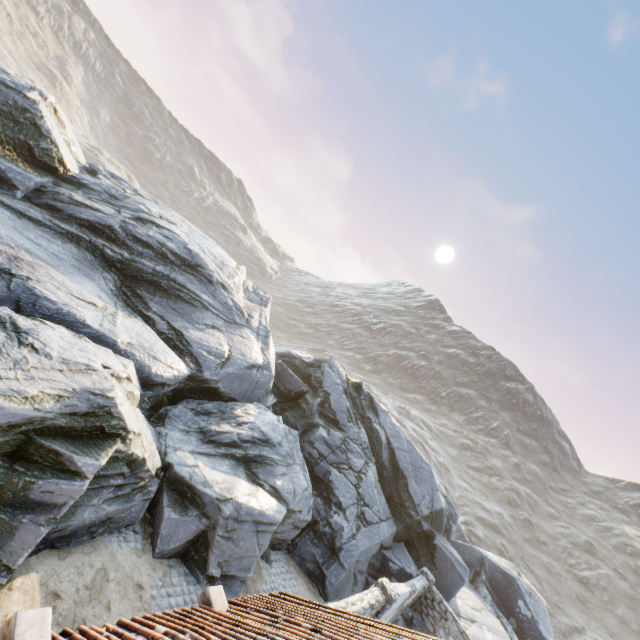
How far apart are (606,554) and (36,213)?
86.2 meters

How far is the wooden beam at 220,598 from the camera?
5.6 meters

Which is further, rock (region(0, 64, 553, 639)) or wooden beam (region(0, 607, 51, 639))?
rock (region(0, 64, 553, 639))

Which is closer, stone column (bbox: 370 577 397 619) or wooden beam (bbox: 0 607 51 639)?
wooden beam (bbox: 0 607 51 639)

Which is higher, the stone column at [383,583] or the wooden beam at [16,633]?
the stone column at [383,583]

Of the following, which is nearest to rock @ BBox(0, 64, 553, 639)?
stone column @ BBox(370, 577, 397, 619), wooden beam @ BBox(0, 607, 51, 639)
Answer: stone column @ BBox(370, 577, 397, 619)

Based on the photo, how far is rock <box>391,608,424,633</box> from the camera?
14.37m

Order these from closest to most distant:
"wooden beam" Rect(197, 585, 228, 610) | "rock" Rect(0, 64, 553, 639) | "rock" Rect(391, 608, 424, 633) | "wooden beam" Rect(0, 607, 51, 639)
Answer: "wooden beam" Rect(0, 607, 51, 639) → "wooden beam" Rect(197, 585, 228, 610) → "rock" Rect(0, 64, 553, 639) → "rock" Rect(391, 608, 424, 633)
